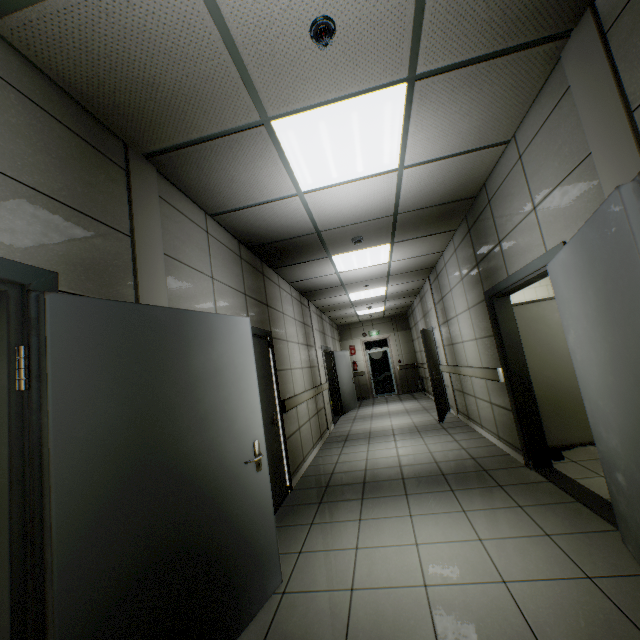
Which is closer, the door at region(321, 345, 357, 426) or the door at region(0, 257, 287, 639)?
the door at region(0, 257, 287, 639)

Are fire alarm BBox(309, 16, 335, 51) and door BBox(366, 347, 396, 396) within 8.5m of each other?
no

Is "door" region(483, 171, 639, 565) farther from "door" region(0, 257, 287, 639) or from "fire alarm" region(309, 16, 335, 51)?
"door" region(0, 257, 287, 639)

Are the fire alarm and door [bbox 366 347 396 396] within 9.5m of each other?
no

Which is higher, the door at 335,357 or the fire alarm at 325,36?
the fire alarm at 325,36

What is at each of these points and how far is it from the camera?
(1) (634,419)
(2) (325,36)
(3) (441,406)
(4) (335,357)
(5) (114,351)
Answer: (1) door, 1.58m
(2) fire alarm, 1.72m
(3) door, 7.12m
(4) door, 10.45m
(5) door, 1.62m

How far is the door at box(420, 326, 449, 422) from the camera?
6.9 meters

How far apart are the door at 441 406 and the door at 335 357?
2.64m
